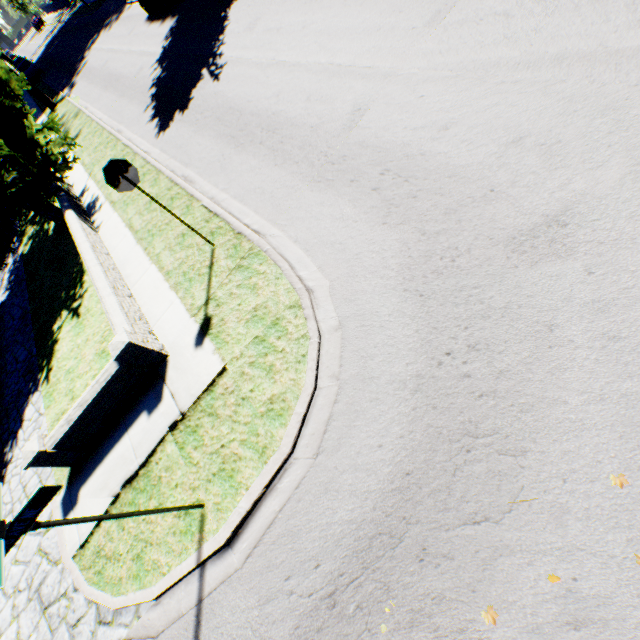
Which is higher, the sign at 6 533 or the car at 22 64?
the sign at 6 533

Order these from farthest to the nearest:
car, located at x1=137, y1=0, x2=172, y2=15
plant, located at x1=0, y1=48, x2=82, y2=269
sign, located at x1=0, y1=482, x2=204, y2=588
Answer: car, located at x1=137, y1=0, x2=172, y2=15 < plant, located at x1=0, y1=48, x2=82, y2=269 < sign, located at x1=0, y1=482, x2=204, y2=588

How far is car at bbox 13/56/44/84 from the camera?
33.75m

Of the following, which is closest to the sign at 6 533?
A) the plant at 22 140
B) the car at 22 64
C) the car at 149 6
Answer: the plant at 22 140

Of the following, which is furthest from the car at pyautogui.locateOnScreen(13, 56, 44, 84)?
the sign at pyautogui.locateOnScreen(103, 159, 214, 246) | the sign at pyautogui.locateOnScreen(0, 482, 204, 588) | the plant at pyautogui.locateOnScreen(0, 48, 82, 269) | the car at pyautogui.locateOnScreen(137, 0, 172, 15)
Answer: the sign at pyautogui.locateOnScreen(0, 482, 204, 588)

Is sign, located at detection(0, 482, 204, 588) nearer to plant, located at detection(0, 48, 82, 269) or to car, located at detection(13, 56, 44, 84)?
plant, located at detection(0, 48, 82, 269)

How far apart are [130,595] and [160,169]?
10.4 meters
